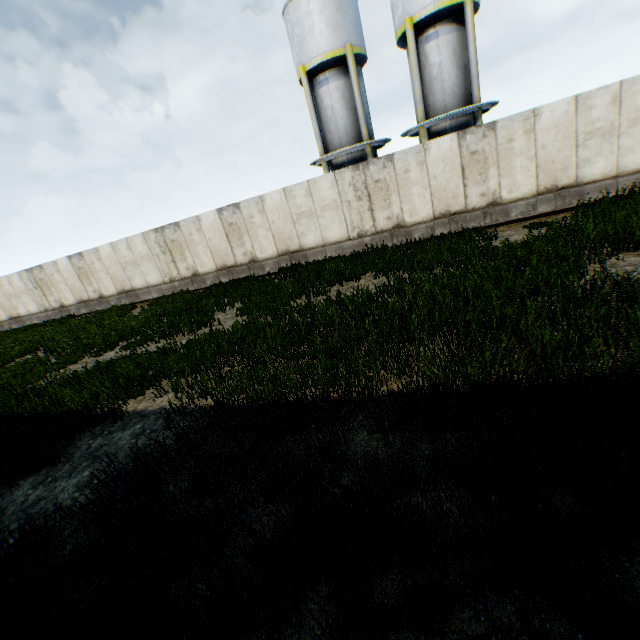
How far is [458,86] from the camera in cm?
1634

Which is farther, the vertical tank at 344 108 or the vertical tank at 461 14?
the vertical tank at 344 108

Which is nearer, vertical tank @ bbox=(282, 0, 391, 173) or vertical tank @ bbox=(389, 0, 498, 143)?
vertical tank @ bbox=(389, 0, 498, 143)
